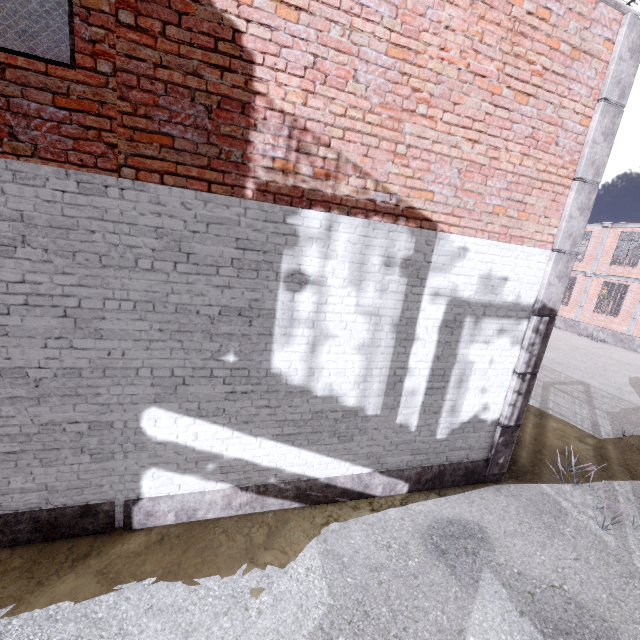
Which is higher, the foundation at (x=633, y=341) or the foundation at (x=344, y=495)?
the foundation at (x=633, y=341)

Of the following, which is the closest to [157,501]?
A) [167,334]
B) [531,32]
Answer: [167,334]

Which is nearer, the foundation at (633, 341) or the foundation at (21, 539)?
the foundation at (21, 539)

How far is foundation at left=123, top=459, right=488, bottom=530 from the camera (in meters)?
4.04

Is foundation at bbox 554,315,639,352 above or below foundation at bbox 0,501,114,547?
above

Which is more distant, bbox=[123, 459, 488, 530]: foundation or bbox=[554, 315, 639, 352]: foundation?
bbox=[554, 315, 639, 352]: foundation
